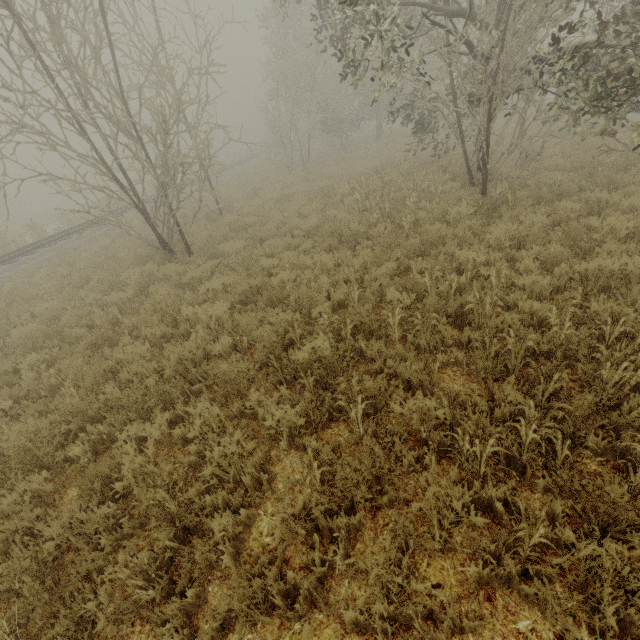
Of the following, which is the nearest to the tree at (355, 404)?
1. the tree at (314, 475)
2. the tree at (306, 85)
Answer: the tree at (314, 475)

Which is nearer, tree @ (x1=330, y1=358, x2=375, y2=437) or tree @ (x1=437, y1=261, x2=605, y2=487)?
tree @ (x1=437, y1=261, x2=605, y2=487)

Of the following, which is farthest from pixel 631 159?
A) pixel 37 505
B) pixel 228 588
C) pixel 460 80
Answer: pixel 37 505

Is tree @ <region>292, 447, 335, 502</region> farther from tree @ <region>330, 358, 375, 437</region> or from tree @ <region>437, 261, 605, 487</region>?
tree @ <region>437, 261, 605, 487</region>

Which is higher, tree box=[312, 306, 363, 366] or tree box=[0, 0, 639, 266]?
tree box=[0, 0, 639, 266]

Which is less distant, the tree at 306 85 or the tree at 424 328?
the tree at 424 328

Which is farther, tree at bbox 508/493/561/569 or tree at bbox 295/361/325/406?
tree at bbox 295/361/325/406
